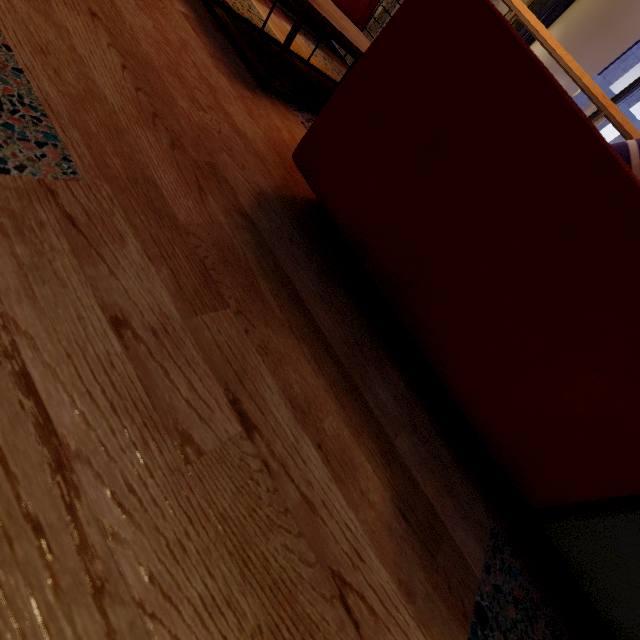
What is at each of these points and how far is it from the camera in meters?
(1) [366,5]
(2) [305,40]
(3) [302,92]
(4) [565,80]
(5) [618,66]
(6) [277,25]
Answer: (1) couch, 2.6 m
(2) building, 2.4 m
(3) building, 1.7 m
(4) column, 5.6 m
(5) building, 20.8 m
(6) building, 2.1 m

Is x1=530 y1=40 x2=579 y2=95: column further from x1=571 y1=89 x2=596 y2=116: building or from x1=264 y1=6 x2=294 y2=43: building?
x1=571 y1=89 x2=596 y2=116: building

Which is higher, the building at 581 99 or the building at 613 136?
the building at 613 136

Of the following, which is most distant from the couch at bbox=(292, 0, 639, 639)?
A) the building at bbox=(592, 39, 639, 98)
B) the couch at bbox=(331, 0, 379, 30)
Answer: the building at bbox=(592, 39, 639, 98)

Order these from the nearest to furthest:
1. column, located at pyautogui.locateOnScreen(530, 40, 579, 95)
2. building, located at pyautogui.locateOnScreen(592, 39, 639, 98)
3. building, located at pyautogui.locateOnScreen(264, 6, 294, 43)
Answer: building, located at pyautogui.locateOnScreen(264, 6, 294, 43) → column, located at pyautogui.locateOnScreen(530, 40, 579, 95) → building, located at pyautogui.locateOnScreen(592, 39, 639, 98)

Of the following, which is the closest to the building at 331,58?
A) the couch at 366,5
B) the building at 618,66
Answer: the couch at 366,5

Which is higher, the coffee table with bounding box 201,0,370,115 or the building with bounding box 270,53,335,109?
the coffee table with bounding box 201,0,370,115

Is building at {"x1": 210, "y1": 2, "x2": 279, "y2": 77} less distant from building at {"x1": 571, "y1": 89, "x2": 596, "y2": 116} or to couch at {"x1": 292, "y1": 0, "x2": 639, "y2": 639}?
couch at {"x1": 292, "y1": 0, "x2": 639, "y2": 639}
